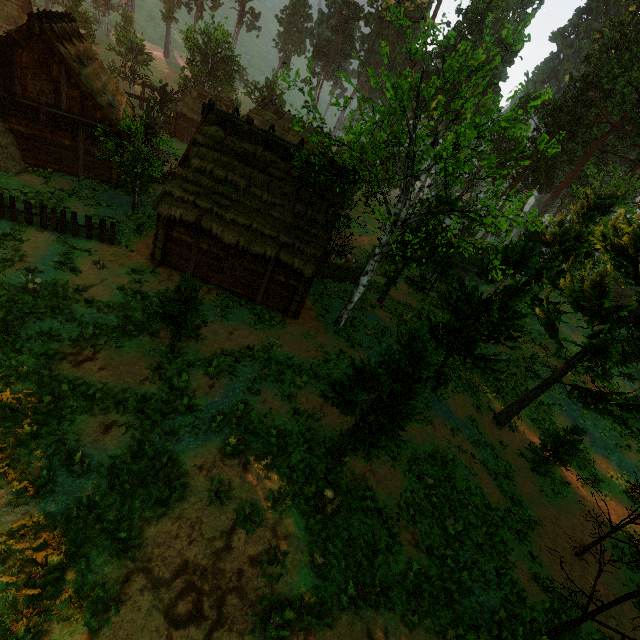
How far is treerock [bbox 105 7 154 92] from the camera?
42.6 meters

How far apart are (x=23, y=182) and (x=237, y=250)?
13.06m

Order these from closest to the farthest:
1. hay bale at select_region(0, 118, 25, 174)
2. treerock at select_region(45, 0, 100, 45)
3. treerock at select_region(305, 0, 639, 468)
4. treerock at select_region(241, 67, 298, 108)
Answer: treerock at select_region(305, 0, 639, 468)
treerock at select_region(241, 67, 298, 108)
hay bale at select_region(0, 118, 25, 174)
treerock at select_region(45, 0, 100, 45)

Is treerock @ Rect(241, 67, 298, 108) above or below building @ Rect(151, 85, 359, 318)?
above

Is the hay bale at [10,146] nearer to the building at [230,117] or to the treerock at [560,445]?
the treerock at [560,445]

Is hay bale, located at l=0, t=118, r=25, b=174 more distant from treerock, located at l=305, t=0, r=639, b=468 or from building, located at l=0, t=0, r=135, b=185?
treerock, located at l=305, t=0, r=639, b=468

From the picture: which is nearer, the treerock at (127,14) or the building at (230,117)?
the building at (230,117)
